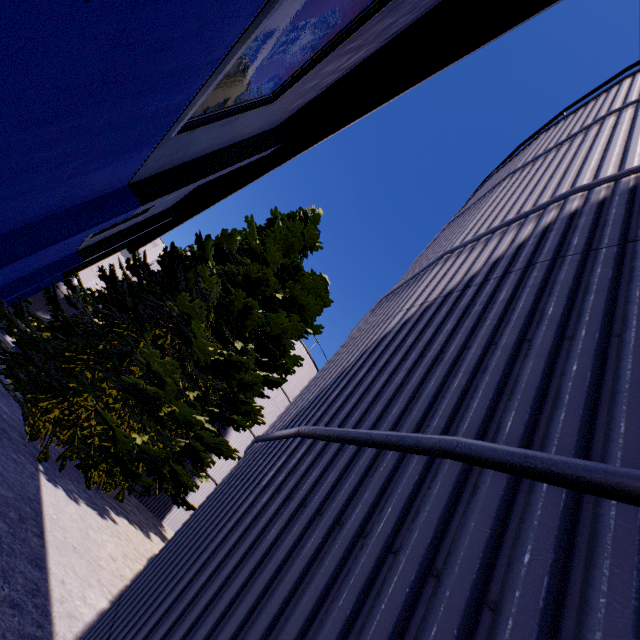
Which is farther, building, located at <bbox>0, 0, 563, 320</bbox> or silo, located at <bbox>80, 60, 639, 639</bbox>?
building, located at <bbox>0, 0, 563, 320</bbox>

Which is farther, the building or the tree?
the tree

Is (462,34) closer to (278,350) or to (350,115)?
(350,115)

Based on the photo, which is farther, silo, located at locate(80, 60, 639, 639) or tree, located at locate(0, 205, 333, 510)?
tree, located at locate(0, 205, 333, 510)

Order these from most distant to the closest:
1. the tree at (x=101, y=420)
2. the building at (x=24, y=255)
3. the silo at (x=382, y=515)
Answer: the tree at (x=101, y=420) < the building at (x=24, y=255) < the silo at (x=382, y=515)

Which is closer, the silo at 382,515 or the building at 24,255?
the silo at 382,515

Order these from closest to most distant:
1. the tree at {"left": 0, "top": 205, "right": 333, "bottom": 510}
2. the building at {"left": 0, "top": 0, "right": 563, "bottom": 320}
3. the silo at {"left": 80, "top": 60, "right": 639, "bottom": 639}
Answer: the silo at {"left": 80, "top": 60, "right": 639, "bottom": 639} < the building at {"left": 0, "top": 0, "right": 563, "bottom": 320} < the tree at {"left": 0, "top": 205, "right": 333, "bottom": 510}
